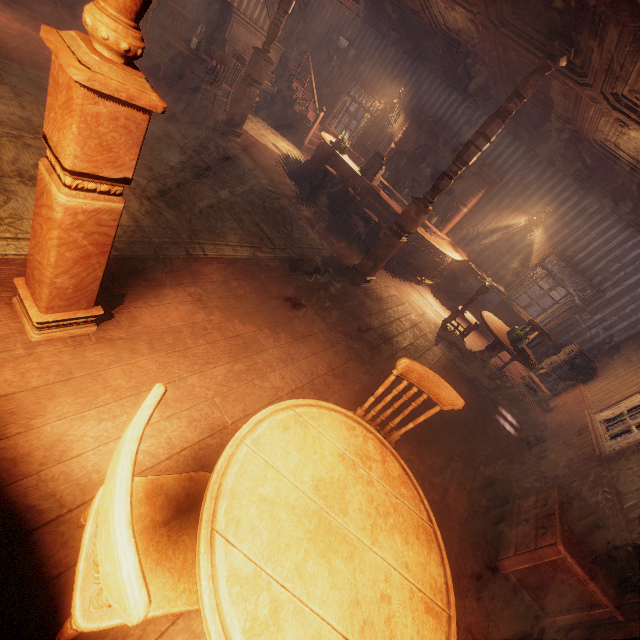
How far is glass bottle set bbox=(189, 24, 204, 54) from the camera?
6.73m

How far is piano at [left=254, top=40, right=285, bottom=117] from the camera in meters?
9.4

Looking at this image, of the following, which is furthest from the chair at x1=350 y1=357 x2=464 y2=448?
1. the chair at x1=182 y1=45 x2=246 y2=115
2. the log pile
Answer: the chair at x1=182 y1=45 x2=246 y2=115

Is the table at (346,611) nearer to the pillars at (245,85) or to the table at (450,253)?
the table at (450,253)

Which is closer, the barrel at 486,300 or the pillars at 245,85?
the pillars at 245,85

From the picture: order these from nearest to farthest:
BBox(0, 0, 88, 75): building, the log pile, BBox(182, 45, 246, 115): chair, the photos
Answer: BBox(0, 0, 88, 75): building → BBox(182, 45, 246, 115): chair → the log pile → the photos

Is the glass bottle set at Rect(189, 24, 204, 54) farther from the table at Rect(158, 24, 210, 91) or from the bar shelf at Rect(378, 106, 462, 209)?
the bar shelf at Rect(378, 106, 462, 209)

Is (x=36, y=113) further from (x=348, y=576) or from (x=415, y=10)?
(x=415, y=10)
